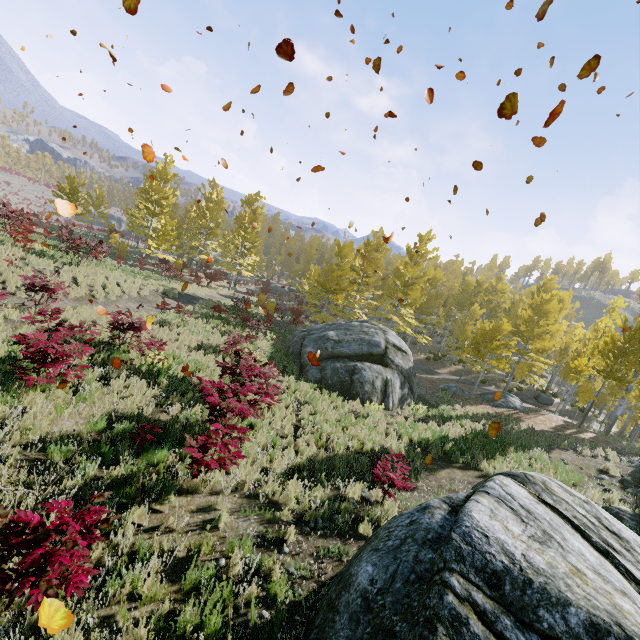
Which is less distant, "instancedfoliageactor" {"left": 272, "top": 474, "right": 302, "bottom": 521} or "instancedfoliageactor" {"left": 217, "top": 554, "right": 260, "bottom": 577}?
"instancedfoliageactor" {"left": 217, "top": 554, "right": 260, "bottom": 577}

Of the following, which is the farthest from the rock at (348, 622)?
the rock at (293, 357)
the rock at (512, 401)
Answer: the rock at (512, 401)

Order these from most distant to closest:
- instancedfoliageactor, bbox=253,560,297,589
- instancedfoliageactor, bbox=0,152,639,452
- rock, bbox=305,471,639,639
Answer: instancedfoliageactor, bbox=0,152,639,452
instancedfoliageactor, bbox=253,560,297,589
rock, bbox=305,471,639,639

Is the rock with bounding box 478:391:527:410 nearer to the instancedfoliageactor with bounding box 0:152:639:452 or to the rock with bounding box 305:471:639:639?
the instancedfoliageactor with bounding box 0:152:639:452

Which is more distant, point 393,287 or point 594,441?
point 393,287

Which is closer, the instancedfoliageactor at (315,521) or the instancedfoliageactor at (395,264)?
the instancedfoliageactor at (315,521)

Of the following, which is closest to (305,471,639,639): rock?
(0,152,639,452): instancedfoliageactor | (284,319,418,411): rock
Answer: (0,152,639,452): instancedfoliageactor
